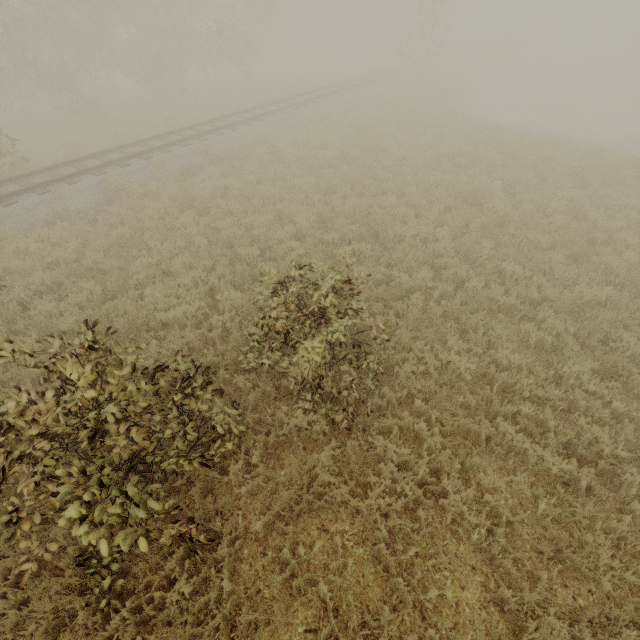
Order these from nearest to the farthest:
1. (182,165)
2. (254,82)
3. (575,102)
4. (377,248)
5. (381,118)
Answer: (377,248) < (182,165) < (381,118) < (575,102) < (254,82)

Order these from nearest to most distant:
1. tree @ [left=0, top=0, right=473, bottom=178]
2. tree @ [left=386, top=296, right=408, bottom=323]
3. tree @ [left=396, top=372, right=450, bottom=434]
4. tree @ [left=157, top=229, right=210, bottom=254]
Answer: tree @ [left=396, top=372, right=450, bottom=434] → tree @ [left=386, top=296, right=408, bottom=323] → tree @ [left=157, top=229, right=210, bottom=254] → tree @ [left=0, top=0, right=473, bottom=178]

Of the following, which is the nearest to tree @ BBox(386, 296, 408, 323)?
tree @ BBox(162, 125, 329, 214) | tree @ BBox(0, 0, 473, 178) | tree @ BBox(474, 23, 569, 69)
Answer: tree @ BBox(162, 125, 329, 214)

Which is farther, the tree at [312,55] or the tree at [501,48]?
the tree at [501,48]

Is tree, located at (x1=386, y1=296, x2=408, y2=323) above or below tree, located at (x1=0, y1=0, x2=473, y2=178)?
below

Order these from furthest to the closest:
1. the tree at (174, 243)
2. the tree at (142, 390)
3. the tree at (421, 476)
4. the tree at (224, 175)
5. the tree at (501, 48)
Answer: the tree at (501, 48)
the tree at (224, 175)
the tree at (174, 243)
the tree at (421, 476)
the tree at (142, 390)
